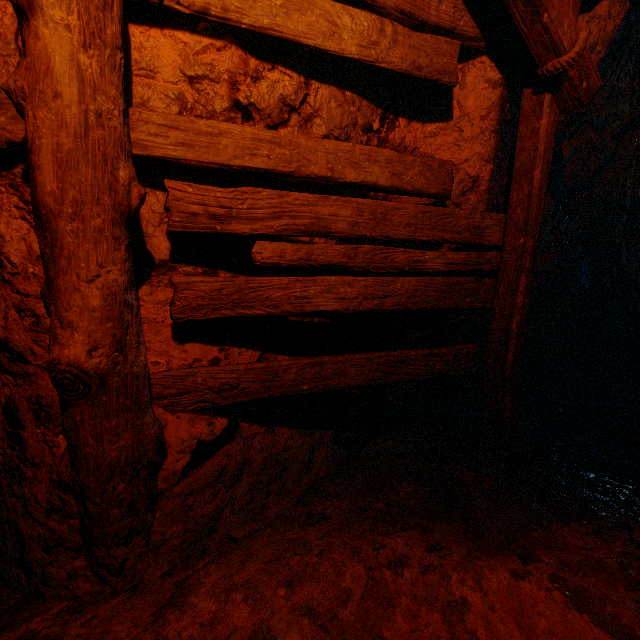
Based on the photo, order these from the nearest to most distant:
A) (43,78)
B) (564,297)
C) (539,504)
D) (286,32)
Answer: (43,78) < (286,32) < (539,504) < (564,297)

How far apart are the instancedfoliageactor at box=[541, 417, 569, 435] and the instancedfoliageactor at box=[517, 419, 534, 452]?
0.23m

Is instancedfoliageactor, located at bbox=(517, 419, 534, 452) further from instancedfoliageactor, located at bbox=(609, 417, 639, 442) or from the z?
instancedfoliageactor, located at bbox=(609, 417, 639, 442)

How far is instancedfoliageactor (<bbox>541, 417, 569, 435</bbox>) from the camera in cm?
325

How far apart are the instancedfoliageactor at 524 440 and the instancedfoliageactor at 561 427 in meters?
0.2

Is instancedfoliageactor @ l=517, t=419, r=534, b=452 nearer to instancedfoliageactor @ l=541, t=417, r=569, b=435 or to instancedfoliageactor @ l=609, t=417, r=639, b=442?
instancedfoliageactor @ l=541, t=417, r=569, b=435

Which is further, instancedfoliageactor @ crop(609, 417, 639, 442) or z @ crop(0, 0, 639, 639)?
instancedfoliageactor @ crop(609, 417, 639, 442)

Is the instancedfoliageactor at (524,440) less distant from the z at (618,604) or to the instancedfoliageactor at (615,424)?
the z at (618,604)
